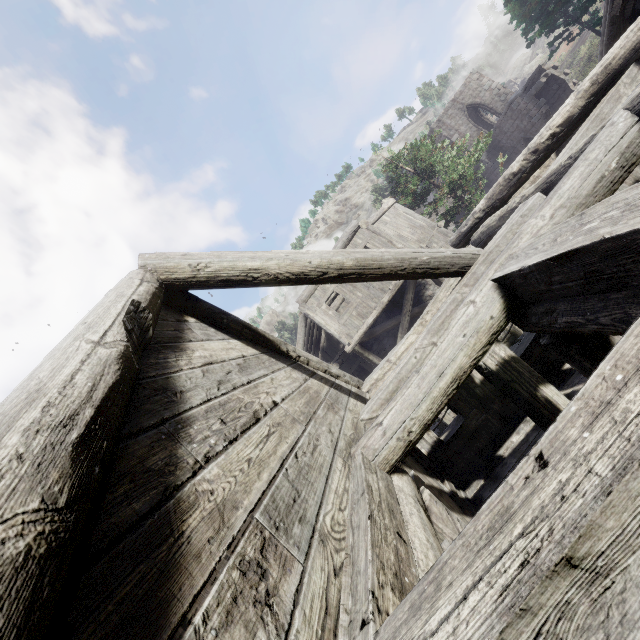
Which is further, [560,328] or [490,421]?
[490,421]
